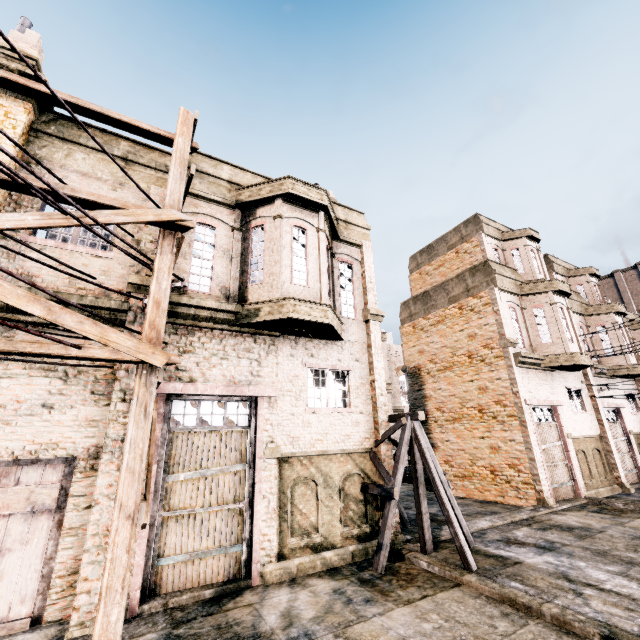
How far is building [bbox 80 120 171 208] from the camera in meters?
9.4

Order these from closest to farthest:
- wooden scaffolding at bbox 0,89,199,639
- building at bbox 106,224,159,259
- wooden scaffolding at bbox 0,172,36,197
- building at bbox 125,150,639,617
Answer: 1. wooden scaffolding at bbox 0,89,199,639
2. wooden scaffolding at bbox 0,172,36,197
3. building at bbox 125,150,639,617
4. building at bbox 106,224,159,259

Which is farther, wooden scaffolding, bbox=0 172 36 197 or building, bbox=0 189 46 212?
building, bbox=0 189 46 212

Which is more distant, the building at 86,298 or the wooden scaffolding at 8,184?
the building at 86,298

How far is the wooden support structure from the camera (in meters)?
8.33

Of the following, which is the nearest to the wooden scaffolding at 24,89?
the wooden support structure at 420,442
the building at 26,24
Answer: the building at 26,24

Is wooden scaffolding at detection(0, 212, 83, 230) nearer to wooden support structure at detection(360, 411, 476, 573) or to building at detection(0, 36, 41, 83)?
building at detection(0, 36, 41, 83)

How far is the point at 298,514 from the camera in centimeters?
901cm
